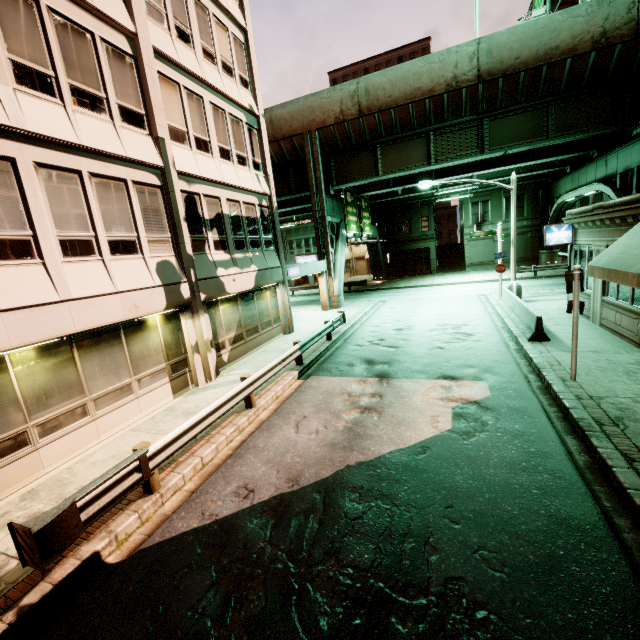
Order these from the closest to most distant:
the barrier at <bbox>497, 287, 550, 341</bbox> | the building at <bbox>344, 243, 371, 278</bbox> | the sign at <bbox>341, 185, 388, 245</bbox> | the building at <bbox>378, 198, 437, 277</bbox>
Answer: the barrier at <bbox>497, 287, 550, 341</bbox> → the sign at <bbox>341, 185, 388, 245</bbox> → the building at <bbox>378, 198, 437, 277</bbox> → the building at <bbox>344, 243, 371, 278</bbox>

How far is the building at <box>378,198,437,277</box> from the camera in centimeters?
4125cm

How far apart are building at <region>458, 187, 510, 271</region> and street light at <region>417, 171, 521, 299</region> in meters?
21.5

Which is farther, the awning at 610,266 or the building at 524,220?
the building at 524,220

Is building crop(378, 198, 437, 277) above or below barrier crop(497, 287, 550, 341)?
above

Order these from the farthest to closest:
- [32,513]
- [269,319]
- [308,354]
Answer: [269,319], [308,354], [32,513]

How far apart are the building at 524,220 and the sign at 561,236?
24.8 meters

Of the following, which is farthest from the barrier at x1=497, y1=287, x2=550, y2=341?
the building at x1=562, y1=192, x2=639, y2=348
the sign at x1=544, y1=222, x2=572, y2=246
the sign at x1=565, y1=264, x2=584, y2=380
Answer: the sign at x1=565, y1=264, x2=584, y2=380
